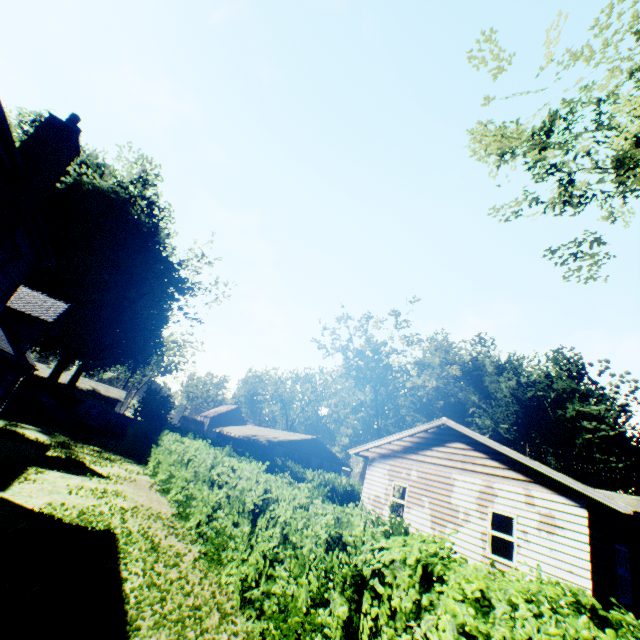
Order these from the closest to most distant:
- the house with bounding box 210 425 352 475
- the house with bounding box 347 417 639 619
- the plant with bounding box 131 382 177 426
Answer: the house with bounding box 347 417 639 619
the plant with bounding box 131 382 177 426
the house with bounding box 210 425 352 475

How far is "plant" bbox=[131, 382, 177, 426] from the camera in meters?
31.0

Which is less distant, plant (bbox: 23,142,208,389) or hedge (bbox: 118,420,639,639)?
hedge (bbox: 118,420,639,639)

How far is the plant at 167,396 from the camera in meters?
31.0

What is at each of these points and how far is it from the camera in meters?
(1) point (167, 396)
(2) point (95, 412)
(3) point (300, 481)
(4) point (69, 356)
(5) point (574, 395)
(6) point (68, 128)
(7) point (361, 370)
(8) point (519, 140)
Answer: (1) plant, 32.2 m
(2) rock, 29.8 m
(3) hedge, 28.4 m
(4) plant, 54.0 m
(5) plant, 56.8 m
(6) chimney, 8.1 m
(7) tree, 44.1 m
(8) tree, 6.8 m

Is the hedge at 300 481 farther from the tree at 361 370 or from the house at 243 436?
the tree at 361 370

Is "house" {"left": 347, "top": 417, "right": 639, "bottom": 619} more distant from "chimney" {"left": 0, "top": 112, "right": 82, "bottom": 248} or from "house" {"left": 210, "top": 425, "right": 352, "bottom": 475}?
"house" {"left": 210, "top": 425, "right": 352, "bottom": 475}
